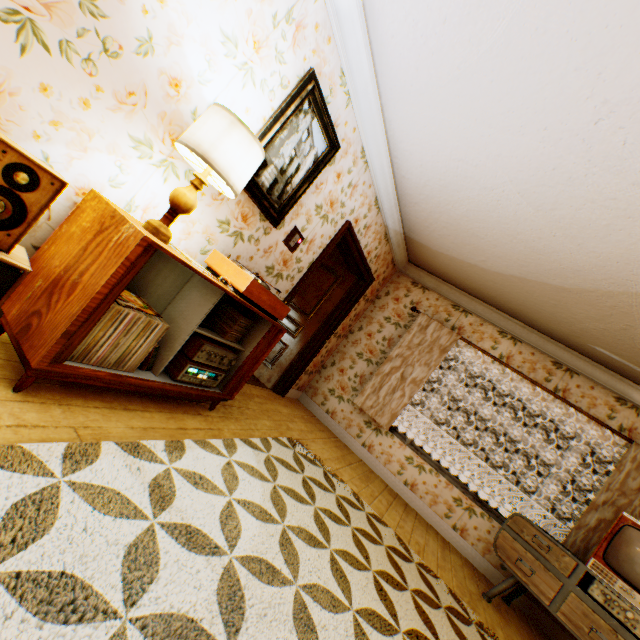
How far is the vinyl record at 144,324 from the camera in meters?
1.7

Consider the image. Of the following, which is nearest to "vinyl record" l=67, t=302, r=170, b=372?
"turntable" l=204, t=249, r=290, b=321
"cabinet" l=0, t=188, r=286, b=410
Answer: "cabinet" l=0, t=188, r=286, b=410

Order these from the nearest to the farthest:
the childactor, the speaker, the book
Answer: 1. the speaker
2. the book
3. the childactor

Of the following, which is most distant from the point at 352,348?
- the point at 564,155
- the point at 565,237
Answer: the point at 564,155

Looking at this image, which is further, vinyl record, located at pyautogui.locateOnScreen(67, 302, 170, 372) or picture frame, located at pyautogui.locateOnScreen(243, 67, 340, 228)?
picture frame, located at pyautogui.locateOnScreen(243, 67, 340, 228)

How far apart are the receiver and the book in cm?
17

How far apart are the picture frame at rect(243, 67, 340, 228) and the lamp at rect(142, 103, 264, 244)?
0.3 meters

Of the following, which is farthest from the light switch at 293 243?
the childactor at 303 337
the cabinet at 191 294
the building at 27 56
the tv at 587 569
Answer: the tv at 587 569
